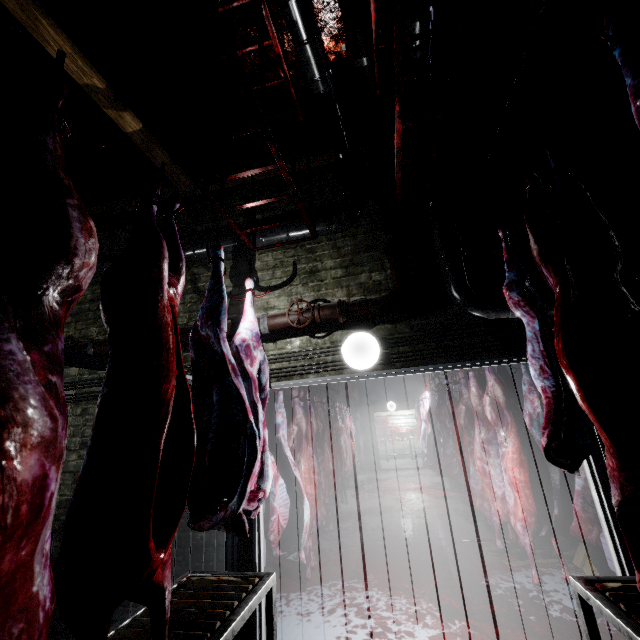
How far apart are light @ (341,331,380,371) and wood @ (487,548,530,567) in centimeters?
290cm

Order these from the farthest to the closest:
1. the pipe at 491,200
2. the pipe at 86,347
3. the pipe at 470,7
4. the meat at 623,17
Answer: the pipe at 86,347 < the pipe at 491,200 < the pipe at 470,7 < the meat at 623,17

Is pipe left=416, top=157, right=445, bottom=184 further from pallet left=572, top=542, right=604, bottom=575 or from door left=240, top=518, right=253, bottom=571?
pallet left=572, top=542, right=604, bottom=575

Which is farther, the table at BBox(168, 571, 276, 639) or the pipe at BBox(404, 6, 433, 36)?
the pipe at BBox(404, 6, 433, 36)

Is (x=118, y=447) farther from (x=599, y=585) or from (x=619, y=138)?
(x=619, y=138)

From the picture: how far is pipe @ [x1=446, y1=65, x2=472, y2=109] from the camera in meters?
2.5

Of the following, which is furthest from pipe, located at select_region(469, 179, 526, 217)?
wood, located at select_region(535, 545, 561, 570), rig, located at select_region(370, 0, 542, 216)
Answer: wood, located at select_region(535, 545, 561, 570)

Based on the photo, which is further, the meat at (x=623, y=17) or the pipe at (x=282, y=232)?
the pipe at (x=282, y=232)
